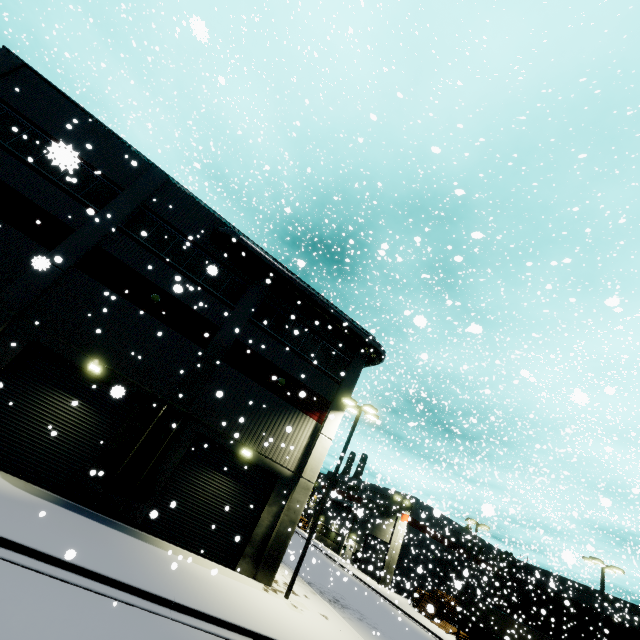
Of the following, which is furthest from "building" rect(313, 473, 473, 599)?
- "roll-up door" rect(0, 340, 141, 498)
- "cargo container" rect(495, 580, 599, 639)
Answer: "cargo container" rect(495, 580, 599, 639)

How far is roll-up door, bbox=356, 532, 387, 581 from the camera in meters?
36.0

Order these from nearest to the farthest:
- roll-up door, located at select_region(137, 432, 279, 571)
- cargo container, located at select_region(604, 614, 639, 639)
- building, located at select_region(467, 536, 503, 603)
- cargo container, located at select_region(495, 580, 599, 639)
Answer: roll-up door, located at select_region(137, 432, 279, 571)
cargo container, located at select_region(604, 614, 639, 639)
cargo container, located at select_region(495, 580, 599, 639)
building, located at select_region(467, 536, 503, 603)

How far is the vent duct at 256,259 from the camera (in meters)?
17.88

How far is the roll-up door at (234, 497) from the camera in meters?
14.5 m

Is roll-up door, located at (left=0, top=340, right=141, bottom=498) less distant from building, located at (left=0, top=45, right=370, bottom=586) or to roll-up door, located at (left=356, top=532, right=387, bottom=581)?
building, located at (left=0, top=45, right=370, bottom=586)

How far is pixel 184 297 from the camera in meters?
16.9 m

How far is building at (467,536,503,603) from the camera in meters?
32.5
